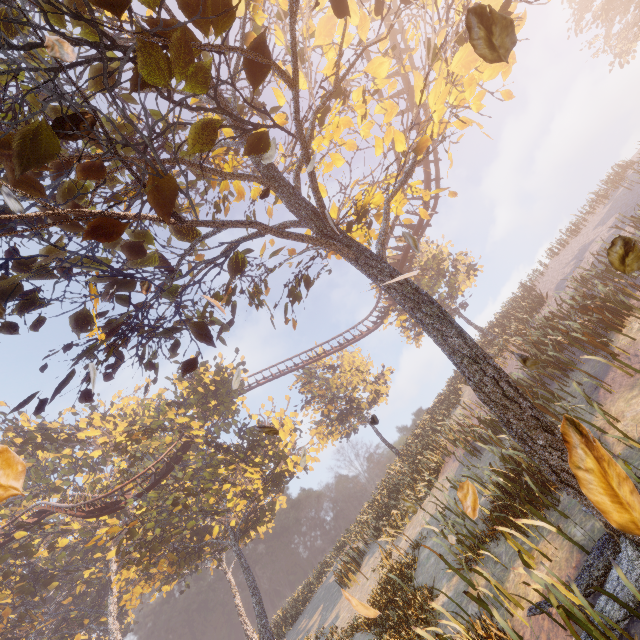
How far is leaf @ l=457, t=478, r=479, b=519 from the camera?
3.60m

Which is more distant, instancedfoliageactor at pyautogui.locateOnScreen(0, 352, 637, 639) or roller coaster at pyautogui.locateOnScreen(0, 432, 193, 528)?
roller coaster at pyautogui.locateOnScreen(0, 432, 193, 528)

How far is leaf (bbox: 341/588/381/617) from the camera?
2.46m

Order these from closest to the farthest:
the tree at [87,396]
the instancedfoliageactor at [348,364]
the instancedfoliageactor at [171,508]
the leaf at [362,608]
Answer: the leaf at [362,608] → the tree at [87,396] → the instancedfoliageactor at [171,508] → the instancedfoliageactor at [348,364]

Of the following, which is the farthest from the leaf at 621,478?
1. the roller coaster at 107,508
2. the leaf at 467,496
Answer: the roller coaster at 107,508

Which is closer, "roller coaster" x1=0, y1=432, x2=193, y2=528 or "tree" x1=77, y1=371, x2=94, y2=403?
"tree" x1=77, y1=371, x2=94, y2=403

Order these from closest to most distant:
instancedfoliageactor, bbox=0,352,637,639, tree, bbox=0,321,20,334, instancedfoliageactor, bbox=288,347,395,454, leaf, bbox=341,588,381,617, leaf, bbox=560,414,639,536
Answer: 1. leaf, bbox=560,414,639,536
2. leaf, bbox=341,588,381,617
3. tree, bbox=0,321,20,334
4. instancedfoliageactor, bbox=0,352,637,639
5. instancedfoliageactor, bbox=288,347,395,454

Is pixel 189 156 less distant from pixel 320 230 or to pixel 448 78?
pixel 320 230
